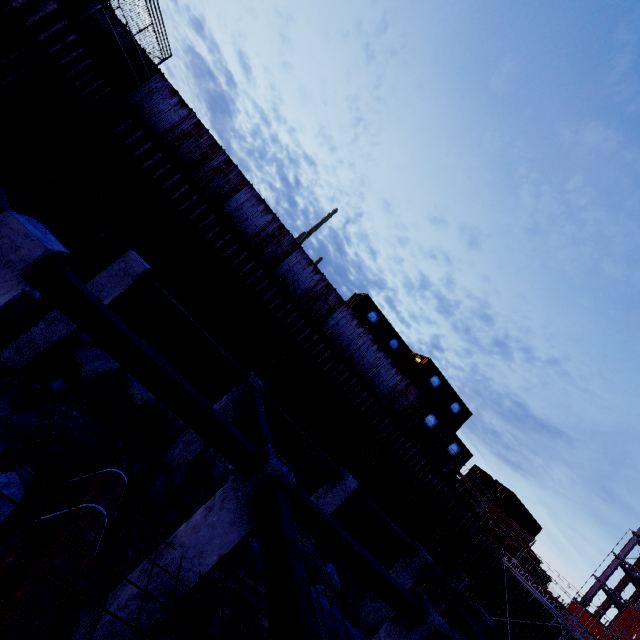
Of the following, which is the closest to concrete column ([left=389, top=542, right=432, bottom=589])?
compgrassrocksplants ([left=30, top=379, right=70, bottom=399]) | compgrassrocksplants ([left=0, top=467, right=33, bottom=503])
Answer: compgrassrocksplants ([left=0, top=467, right=33, bottom=503])

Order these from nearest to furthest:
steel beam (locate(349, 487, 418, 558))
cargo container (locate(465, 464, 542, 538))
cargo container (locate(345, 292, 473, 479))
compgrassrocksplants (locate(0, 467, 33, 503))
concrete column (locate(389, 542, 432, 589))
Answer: compgrassrocksplants (locate(0, 467, 33, 503))
steel beam (locate(349, 487, 418, 558))
concrete column (locate(389, 542, 432, 589))
cargo container (locate(345, 292, 473, 479))
cargo container (locate(465, 464, 542, 538))

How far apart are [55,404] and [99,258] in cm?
648

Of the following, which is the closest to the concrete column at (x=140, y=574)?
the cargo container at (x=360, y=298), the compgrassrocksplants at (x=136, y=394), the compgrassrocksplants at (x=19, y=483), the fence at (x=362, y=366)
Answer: the compgrassrocksplants at (x=19, y=483)

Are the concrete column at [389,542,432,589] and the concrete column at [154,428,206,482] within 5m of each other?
no

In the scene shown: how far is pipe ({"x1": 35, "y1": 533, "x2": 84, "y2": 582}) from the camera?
5.1m

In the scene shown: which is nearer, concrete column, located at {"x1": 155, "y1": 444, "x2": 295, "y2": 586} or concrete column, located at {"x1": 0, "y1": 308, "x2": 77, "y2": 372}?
concrete column, located at {"x1": 155, "y1": 444, "x2": 295, "y2": 586}

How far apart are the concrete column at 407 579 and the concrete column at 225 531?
10.3m
